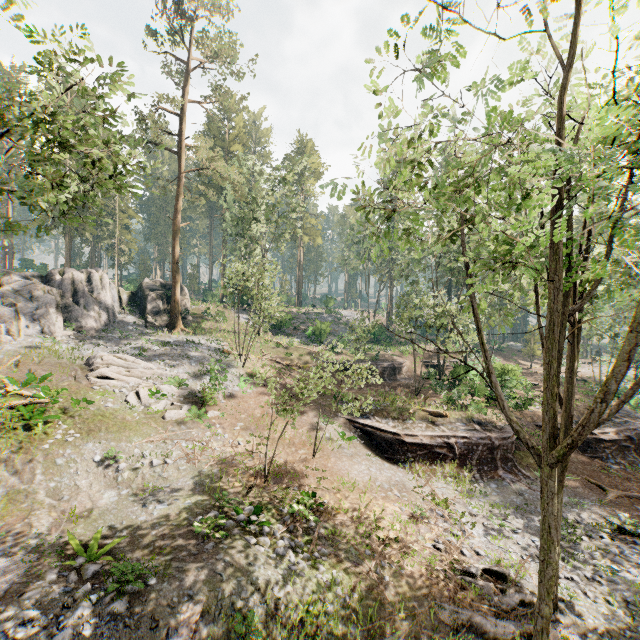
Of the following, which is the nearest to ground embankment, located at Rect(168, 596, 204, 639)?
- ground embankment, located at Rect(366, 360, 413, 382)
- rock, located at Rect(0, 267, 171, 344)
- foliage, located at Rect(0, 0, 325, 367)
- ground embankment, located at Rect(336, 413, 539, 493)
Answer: ground embankment, located at Rect(336, 413, 539, 493)

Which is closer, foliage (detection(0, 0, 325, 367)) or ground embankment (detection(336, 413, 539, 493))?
foliage (detection(0, 0, 325, 367))

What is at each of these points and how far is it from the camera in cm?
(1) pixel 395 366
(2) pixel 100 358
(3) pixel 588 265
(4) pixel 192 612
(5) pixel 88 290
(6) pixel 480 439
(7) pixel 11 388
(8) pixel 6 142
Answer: (1) ground embankment, 3412
(2) foliage, 2169
(3) foliage, 1267
(4) ground embankment, 864
(5) rock, 3061
(6) ground embankment, 2078
(7) foliage, 1639
(8) foliage, 4747

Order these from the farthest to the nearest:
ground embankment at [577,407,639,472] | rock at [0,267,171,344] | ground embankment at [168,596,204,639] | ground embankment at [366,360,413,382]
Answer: ground embankment at [366,360,413,382] → rock at [0,267,171,344] → ground embankment at [577,407,639,472] → ground embankment at [168,596,204,639]

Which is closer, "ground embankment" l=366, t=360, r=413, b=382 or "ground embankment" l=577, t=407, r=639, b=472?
"ground embankment" l=577, t=407, r=639, b=472

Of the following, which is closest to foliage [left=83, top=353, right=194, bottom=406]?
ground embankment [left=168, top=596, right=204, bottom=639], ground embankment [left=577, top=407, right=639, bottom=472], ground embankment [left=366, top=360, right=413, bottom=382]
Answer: ground embankment [left=577, top=407, right=639, bottom=472]

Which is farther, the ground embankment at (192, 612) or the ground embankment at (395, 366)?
the ground embankment at (395, 366)

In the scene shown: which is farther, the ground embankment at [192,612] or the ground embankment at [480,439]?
the ground embankment at [480,439]
